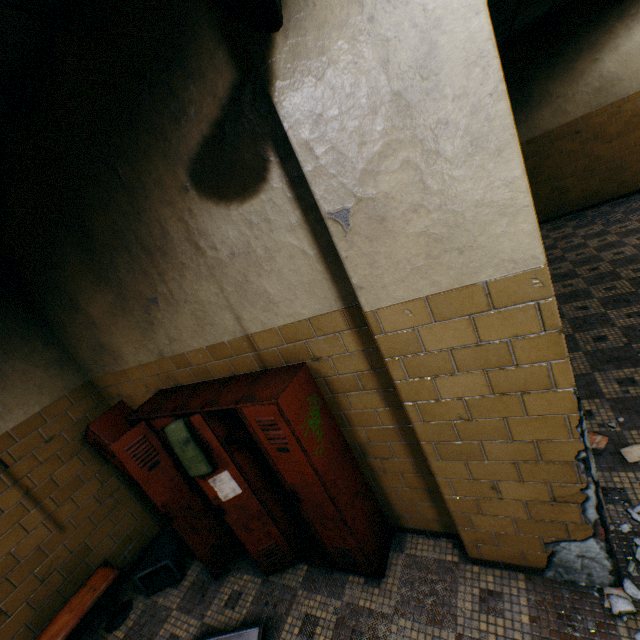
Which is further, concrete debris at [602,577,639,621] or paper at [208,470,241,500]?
paper at [208,470,241,500]

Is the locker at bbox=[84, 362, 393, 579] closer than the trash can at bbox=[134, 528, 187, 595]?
Yes

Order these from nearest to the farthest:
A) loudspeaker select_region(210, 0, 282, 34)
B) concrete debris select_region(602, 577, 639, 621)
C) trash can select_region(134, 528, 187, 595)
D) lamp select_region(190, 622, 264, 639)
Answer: loudspeaker select_region(210, 0, 282, 34) → concrete debris select_region(602, 577, 639, 621) → lamp select_region(190, 622, 264, 639) → trash can select_region(134, 528, 187, 595)

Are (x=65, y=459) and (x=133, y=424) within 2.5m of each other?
yes

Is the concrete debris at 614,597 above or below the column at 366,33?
below

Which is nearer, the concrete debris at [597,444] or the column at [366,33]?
the column at [366,33]

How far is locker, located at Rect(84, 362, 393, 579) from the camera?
2.0 meters

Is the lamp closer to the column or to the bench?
the bench
